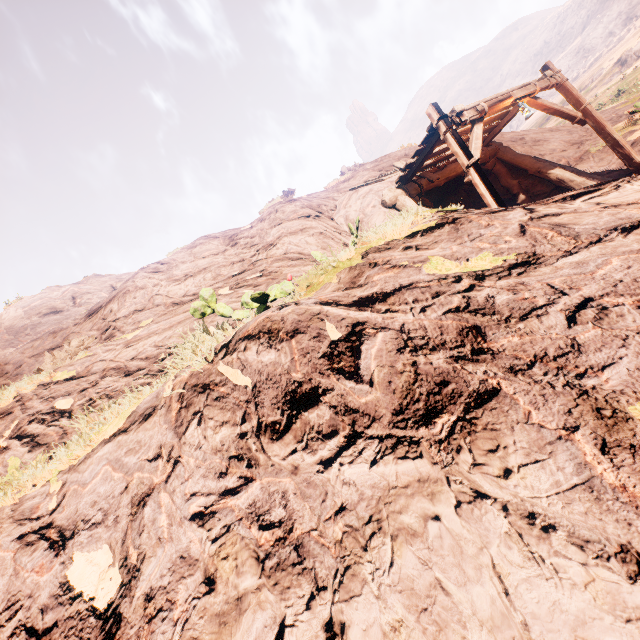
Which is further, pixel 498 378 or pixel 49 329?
pixel 49 329
